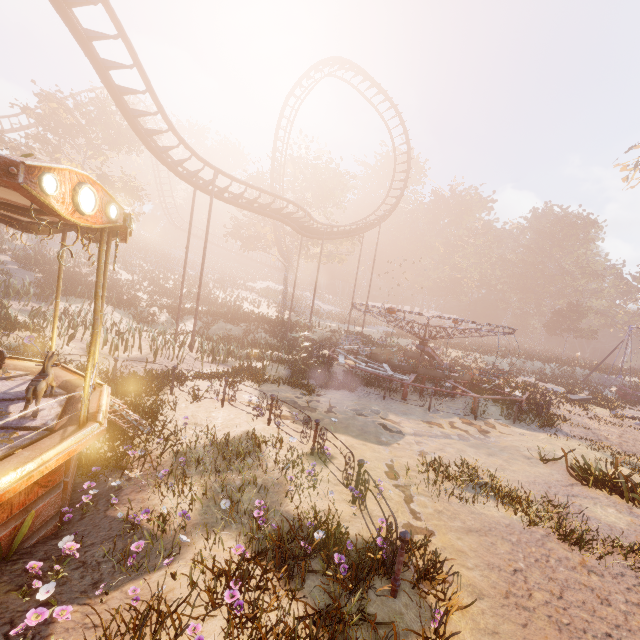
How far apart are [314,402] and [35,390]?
8.9m

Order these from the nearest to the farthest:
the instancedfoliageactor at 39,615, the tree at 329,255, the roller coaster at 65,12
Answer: the instancedfoliageactor at 39,615, the roller coaster at 65,12, the tree at 329,255

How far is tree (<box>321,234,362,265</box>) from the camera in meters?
37.9

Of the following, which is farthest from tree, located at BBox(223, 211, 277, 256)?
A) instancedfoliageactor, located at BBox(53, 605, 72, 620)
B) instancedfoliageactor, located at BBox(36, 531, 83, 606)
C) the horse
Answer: instancedfoliageactor, located at BBox(53, 605, 72, 620)

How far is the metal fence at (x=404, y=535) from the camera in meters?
4.6

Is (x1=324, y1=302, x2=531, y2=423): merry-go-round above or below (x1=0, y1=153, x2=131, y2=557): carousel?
above

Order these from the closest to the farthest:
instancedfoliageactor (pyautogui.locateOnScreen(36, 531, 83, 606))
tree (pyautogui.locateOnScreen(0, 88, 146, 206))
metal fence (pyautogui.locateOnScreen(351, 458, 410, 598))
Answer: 1. instancedfoliageactor (pyautogui.locateOnScreen(36, 531, 83, 606))
2. metal fence (pyautogui.locateOnScreen(351, 458, 410, 598))
3. tree (pyautogui.locateOnScreen(0, 88, 146, 206))

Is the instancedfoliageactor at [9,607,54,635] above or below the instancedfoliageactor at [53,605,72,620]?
above
